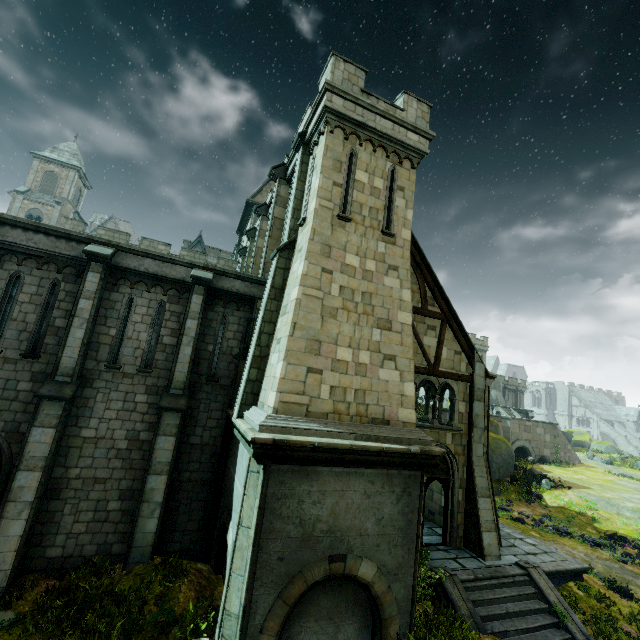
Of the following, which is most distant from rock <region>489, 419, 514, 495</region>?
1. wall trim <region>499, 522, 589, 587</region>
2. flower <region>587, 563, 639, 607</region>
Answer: flower <region>587, 563, 639, 607</region>

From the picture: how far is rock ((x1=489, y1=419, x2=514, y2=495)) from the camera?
27.0 meters

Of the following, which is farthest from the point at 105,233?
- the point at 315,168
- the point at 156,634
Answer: the point at 156,634

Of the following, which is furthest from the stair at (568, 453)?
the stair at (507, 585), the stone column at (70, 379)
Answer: the stone column at (70, 379)

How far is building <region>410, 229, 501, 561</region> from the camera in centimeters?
1226cm

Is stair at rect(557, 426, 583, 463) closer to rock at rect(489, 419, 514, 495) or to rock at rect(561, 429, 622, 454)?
rock at rect(561, 429, 622, 454)

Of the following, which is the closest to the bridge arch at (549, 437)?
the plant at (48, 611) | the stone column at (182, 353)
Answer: the stone column at (182, 353)

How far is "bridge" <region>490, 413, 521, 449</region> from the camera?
37.1 meters
